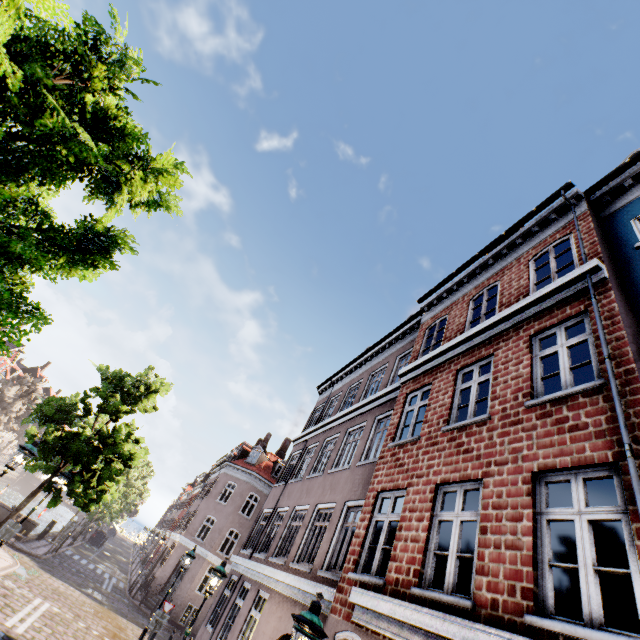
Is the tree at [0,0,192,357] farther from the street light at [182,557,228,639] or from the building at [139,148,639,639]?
the building at [139,148,639,639]

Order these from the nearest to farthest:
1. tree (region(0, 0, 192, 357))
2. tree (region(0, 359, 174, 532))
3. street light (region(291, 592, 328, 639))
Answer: tree (region(0, 0, 192, 357))
street light (region(291, 592, 328, 639))
tree (region(0, 359, 174, 532))

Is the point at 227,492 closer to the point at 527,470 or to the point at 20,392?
the point at 527,470

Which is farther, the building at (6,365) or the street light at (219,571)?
the building at (6,365)

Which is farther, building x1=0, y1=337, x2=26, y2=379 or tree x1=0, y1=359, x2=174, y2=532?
building x1=0, y1=337, x2=26, y2=379

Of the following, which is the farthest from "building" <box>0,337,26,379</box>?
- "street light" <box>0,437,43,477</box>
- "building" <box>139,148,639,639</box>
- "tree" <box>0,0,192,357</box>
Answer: "building" <box>139,148,639,639</box>

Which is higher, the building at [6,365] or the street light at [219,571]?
the building at [6,365]

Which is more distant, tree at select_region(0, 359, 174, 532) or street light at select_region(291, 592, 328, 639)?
tree at select_region(0, 359, 174, 532)
